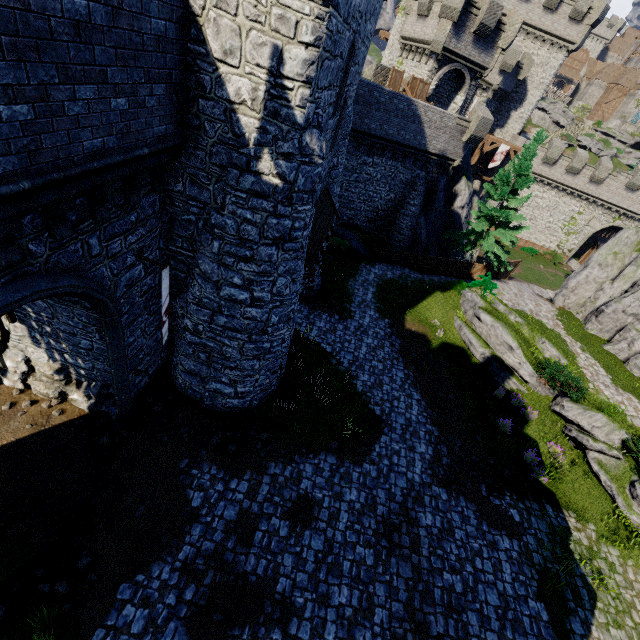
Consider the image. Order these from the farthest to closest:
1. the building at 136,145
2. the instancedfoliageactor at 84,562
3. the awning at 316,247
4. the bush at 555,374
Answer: the bush at 555,374 < the awning at 316,247 < the instancedfoliageactor at 84,562 < the building at 136,145

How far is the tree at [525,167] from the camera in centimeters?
2148cm

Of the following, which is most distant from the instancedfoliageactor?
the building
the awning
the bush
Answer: the bush

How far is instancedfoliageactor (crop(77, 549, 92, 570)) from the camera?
7.90m

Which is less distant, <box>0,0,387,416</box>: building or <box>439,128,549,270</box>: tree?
<box>0,0,387,416</box>: building

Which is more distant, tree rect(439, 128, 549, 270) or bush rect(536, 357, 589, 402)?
tree rect(439, 128, 549, 270)

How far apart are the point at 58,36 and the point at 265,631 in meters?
12.2
